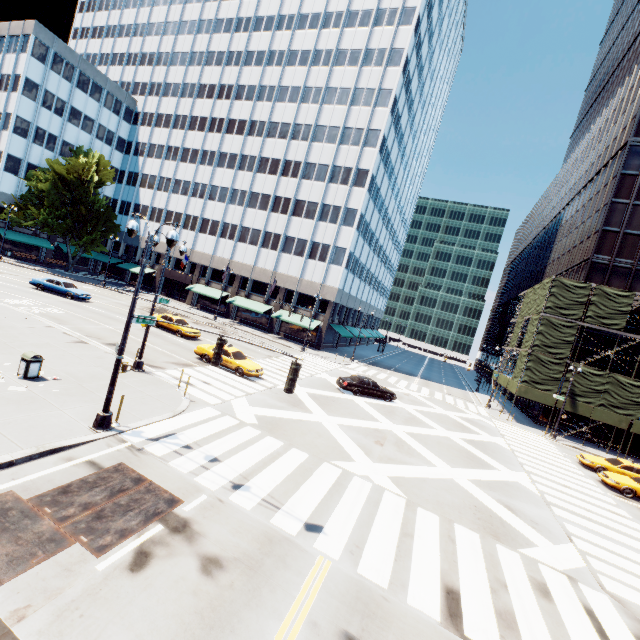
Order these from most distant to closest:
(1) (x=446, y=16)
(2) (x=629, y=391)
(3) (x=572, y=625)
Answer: (1) (x=446, y=16), (2) (x=629, y=391), (3) (x=572, y=625)

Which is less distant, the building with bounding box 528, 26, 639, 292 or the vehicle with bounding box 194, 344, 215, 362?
the vehicle with bounding box 194, 344, 215, 362

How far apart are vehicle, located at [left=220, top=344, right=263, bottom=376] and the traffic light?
13.17m

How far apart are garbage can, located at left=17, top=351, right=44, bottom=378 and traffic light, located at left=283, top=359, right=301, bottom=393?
11.1 meters

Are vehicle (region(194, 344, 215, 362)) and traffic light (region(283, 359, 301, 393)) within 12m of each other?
no

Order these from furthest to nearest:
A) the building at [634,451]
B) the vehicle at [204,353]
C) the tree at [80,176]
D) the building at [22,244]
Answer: the building at [22,244] < the tree at [80,176] < the building at [634,451] < the vehicle at [204,353]

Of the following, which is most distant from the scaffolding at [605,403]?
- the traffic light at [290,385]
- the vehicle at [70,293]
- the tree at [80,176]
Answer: the vehicle at [70,293]

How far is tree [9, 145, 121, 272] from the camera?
43.9m
